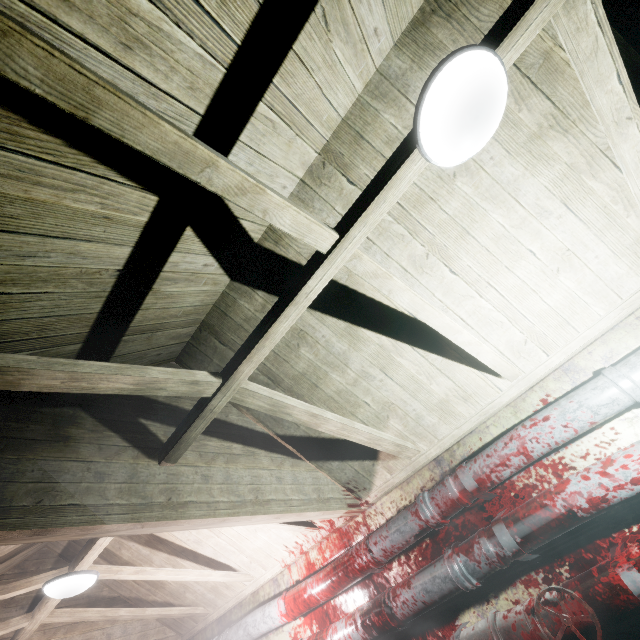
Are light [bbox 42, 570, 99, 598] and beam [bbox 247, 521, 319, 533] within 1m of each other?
yes

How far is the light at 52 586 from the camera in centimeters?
227cm

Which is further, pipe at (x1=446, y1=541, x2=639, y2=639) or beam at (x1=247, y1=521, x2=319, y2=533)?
beam at (x1=247, y1=521, x2=319, y2=533)

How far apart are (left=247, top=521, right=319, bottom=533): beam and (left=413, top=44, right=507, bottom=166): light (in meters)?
2.25

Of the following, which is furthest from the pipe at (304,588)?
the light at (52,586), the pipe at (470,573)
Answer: the light at (52,586)

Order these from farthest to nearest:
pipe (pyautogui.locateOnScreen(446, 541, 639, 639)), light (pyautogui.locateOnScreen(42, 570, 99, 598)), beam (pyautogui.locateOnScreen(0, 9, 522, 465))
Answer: light (pyautogui.locateOnScreen(42, 570, 99, 598)) < pipe (pyautogui.locateOnScreen(446, 541, 639, 639)) < beam (pyautogui.locateOnScreen(0, 9, 522, 465))

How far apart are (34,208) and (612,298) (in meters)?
2.75

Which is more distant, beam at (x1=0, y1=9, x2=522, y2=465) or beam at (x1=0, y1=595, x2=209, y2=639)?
beam at (x1=0, y1=595, x2=209, y2=639)
